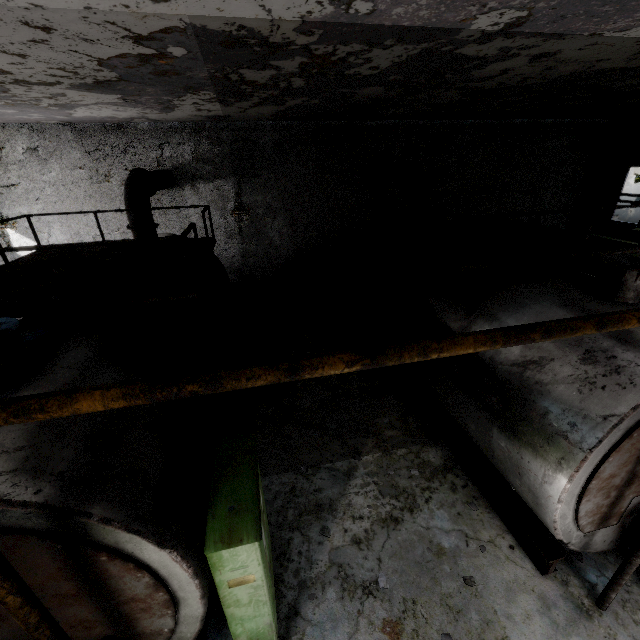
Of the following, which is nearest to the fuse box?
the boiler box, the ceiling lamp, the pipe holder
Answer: the boiler box

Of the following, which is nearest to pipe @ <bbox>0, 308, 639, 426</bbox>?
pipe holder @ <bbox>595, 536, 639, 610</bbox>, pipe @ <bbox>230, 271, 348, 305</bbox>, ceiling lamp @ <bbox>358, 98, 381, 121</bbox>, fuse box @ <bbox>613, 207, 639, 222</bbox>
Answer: pipe @ <bbox>230, 271, 348, 305</bbox>

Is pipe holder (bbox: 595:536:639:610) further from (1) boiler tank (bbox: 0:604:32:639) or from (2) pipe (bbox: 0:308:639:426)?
(2) pipe (bbox: 0:308:639:426)

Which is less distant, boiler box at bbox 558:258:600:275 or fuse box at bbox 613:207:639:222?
boiler box at bbox 558:258:600:275

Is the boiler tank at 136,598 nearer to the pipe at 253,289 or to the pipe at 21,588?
the pipe at 253,289

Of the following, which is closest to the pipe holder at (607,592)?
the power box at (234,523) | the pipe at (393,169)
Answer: the power box at (234,523)

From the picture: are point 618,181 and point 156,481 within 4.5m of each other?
no

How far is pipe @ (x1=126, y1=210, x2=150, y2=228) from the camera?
7.87m
